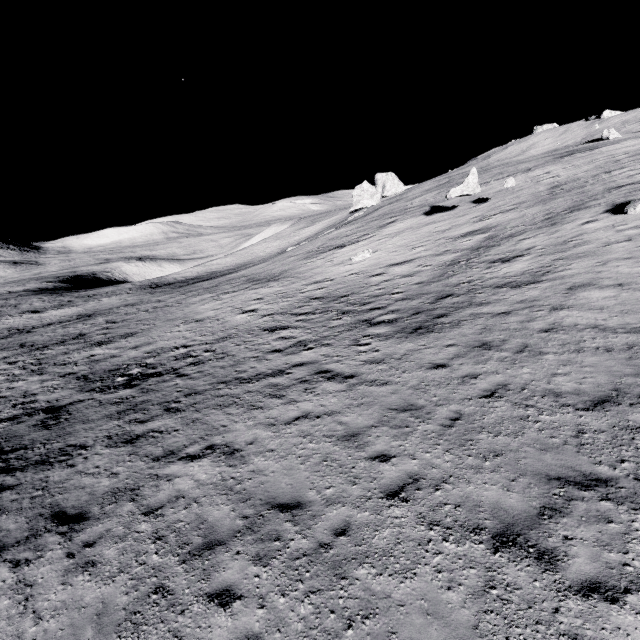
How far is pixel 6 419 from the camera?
15.08m

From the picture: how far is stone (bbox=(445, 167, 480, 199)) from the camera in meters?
25.7

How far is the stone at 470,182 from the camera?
25.7 meters
